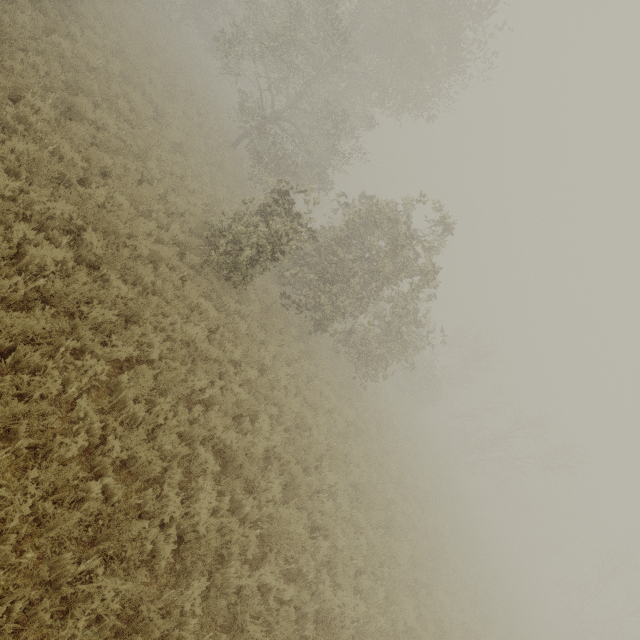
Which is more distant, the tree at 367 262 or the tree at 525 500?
the tree at 525 500

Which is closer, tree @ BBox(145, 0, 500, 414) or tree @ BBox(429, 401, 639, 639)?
tree @ BBox(145, 0, 500, 414)

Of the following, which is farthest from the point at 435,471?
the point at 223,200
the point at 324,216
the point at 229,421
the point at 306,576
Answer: the point at 324,216
